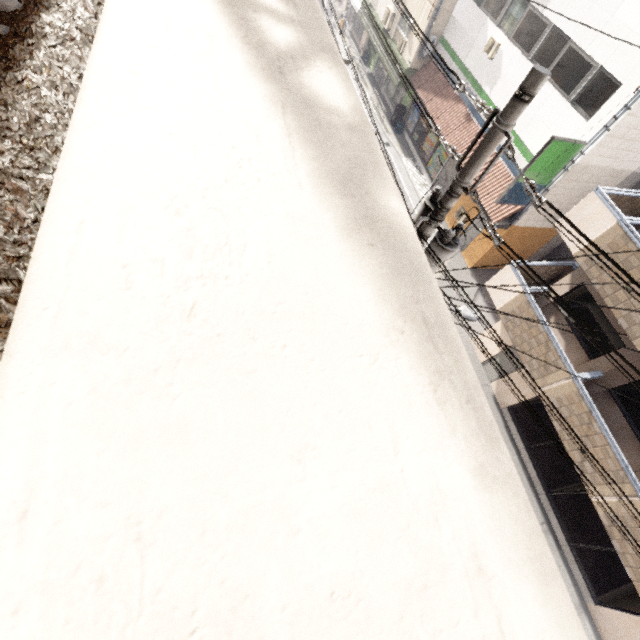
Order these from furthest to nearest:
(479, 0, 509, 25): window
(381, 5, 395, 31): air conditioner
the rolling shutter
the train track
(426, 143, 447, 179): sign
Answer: (381, 5, 395, 31): air conditioner
(426, 143, 447, 179): sign
the rolling shutter
(479, 0, 509, 25): window
the train track

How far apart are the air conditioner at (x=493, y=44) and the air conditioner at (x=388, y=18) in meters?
8.6 m

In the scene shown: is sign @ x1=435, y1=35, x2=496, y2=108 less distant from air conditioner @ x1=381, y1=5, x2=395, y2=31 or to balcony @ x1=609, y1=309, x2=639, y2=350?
balcony @ x1=609, y1=309, x2=639, y2=350

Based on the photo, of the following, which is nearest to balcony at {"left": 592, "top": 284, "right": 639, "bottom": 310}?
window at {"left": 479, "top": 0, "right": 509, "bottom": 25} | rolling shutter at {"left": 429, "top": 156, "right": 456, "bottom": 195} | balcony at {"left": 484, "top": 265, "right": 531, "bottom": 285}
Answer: balcony at {"left": 484, "top": 265, "right": 531, "bottom": 285}

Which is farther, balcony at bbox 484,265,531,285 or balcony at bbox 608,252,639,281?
balcony at bbox 484,265,531,285

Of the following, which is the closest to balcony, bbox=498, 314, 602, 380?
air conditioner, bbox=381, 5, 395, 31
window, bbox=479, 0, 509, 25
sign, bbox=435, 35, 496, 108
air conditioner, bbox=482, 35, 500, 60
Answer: sign, bbox=435, 35, 496, 108

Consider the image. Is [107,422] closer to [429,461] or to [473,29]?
[429,461]

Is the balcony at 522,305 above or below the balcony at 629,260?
below
